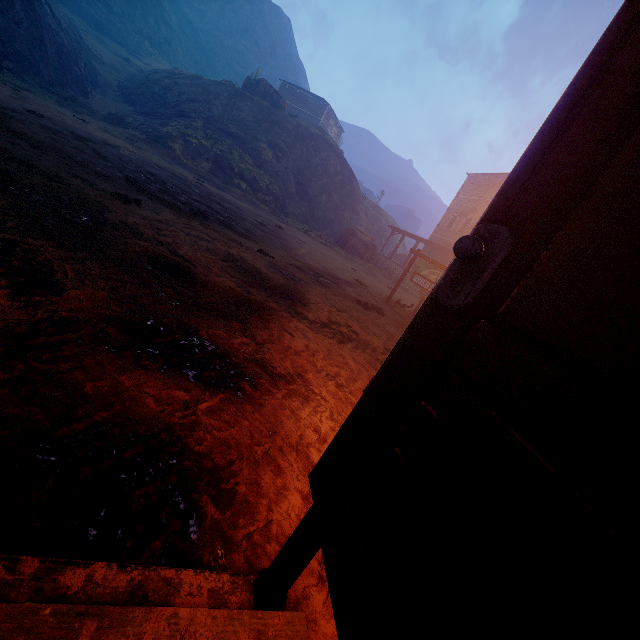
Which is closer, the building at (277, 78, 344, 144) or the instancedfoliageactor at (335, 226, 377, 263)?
the instancedfoliageactor at (335, 226, 377, 263)

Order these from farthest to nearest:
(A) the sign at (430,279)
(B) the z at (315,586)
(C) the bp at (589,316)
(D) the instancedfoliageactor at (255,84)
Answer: (D) the instancedfoliageactor at (255,84), (A) the sign at (430,279), (B) the z at (315,586), (C) the bp at (589,316)

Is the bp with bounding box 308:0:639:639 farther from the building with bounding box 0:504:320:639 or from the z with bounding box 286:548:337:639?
the z with bounding box 286:548:337:639

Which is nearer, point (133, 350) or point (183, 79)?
point (133, 350)

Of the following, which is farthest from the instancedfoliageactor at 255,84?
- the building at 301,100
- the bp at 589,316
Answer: the bp at 589,316

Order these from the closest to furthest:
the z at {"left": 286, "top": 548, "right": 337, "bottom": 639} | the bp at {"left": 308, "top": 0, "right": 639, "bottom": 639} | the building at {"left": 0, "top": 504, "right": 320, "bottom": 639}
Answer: the bp at {"left": 308, "top": 0, "right": 639, "bottom": 639} → the building at {"left": 0, "top": 504, "right": 320, "bottom": 639} → the z at {"left": 286, "top": 548, "right": 337, "bottom": 639}

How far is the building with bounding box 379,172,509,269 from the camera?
26.06m

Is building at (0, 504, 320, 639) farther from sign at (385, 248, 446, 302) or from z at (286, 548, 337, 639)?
sign at (385, 248, 446, 302)
